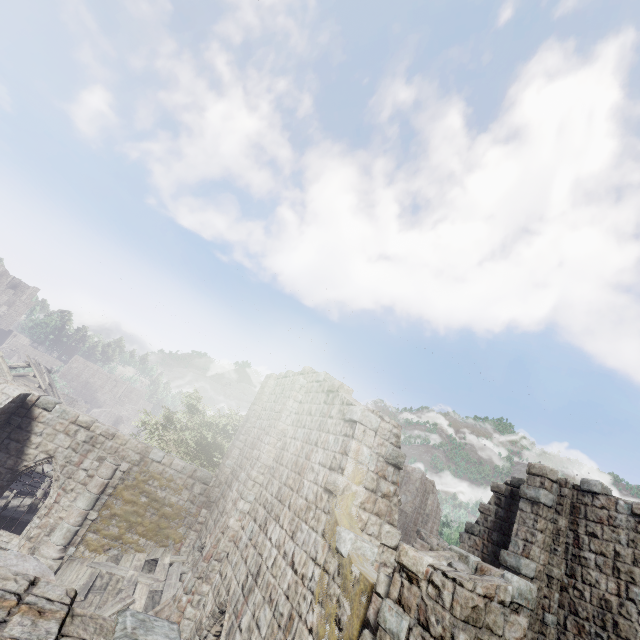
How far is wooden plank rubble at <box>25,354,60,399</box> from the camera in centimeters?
2432cm

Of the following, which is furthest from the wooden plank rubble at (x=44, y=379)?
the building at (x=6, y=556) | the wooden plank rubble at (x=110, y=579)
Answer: the wooden plank rubble at (x=110, y=579)

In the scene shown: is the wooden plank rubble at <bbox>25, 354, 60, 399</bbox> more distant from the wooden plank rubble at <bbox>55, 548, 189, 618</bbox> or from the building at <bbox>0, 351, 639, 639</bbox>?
the wooden plank rubble at <bbox>55, 548, 189, 618</bbox>

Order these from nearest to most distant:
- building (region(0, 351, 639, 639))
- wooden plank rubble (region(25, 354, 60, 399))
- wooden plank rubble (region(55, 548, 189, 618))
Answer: building (region(0, 351, 639, 639))
wooden plank rubble (region(55, 548, 189, 618))
wooden plank rubble (region(25, 354, 60, 399))

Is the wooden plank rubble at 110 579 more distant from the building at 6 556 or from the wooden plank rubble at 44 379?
the wooden plank rubble at 44 379

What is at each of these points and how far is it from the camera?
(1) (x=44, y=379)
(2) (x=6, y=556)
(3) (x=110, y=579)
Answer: (1) wooden plank rubble, 26.0m
(2) building, 3.4m
(3) wooden plank rubble, 12.4m

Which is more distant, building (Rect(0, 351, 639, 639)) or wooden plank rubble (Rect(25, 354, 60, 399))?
wooden plank rubble (Rect(25, 354, 60, 399))
